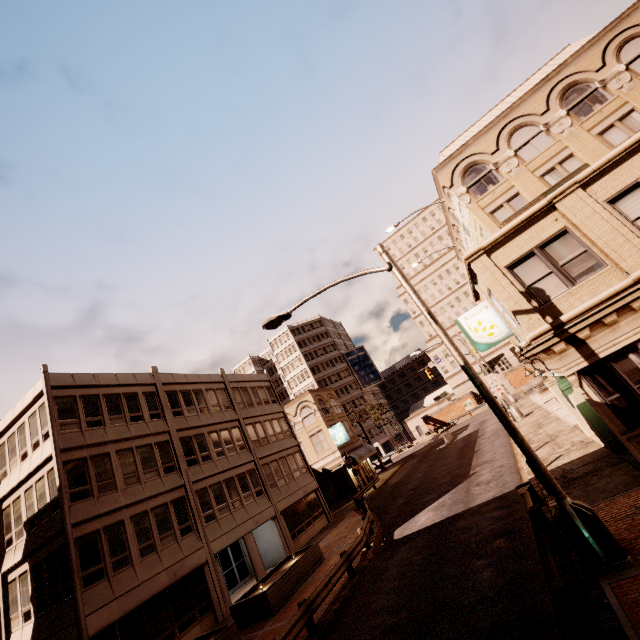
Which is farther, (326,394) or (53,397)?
(326,394)

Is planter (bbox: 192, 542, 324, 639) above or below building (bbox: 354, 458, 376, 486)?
below

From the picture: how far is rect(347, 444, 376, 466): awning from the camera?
37.5 meters

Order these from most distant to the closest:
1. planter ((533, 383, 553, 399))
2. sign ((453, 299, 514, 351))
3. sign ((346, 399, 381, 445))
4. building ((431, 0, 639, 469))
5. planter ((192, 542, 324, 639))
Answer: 1. sign ((346, 399, 381, 445))
2. planter ((533, 383, 553, 399))
3. sign ((453, 299, 514, 351))
4. planter ((192, 542, 324, 639))
5. building ((431, 0, 639, 469))

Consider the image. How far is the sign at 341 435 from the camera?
38.38m

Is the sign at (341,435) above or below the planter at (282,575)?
above

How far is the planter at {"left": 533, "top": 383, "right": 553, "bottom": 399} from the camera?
30.7m

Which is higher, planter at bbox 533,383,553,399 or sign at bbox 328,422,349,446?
sign at bbox 328,422,349,446
